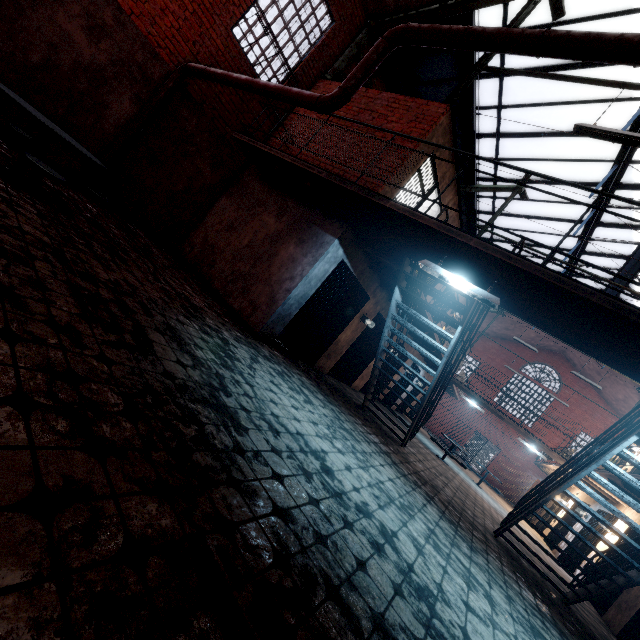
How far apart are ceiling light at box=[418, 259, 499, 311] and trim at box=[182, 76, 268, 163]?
6.1 meters

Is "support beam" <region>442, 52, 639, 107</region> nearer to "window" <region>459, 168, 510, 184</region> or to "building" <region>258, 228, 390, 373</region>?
"window" <region>459, 168, 510, 184</region>

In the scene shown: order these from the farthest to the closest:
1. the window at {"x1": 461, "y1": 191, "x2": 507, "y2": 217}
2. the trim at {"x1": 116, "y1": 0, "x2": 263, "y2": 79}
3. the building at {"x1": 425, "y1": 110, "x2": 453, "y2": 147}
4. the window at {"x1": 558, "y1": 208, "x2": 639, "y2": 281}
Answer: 1. the window at {"x1": 461, "y1": 191, "x2": 507, "y2": 217}
2. the window at {"x1": 558, "y1": 208, "x2": 639, "y2": 281}
3. the building at {"x1": 425, "y1": 110, "x2": 453, "y2": 147}
4. the trim at {"x1": 116, "y1": 0, "x2": 263, "y2": 79}

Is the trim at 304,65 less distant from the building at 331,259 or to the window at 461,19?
the window at 461,19

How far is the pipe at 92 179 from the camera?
6.28m

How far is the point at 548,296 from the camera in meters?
3.5

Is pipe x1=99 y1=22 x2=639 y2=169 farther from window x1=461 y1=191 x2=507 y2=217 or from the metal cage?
the metal cage

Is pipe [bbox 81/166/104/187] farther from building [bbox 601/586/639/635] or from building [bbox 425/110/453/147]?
building [bbox 601/586/639/635]
